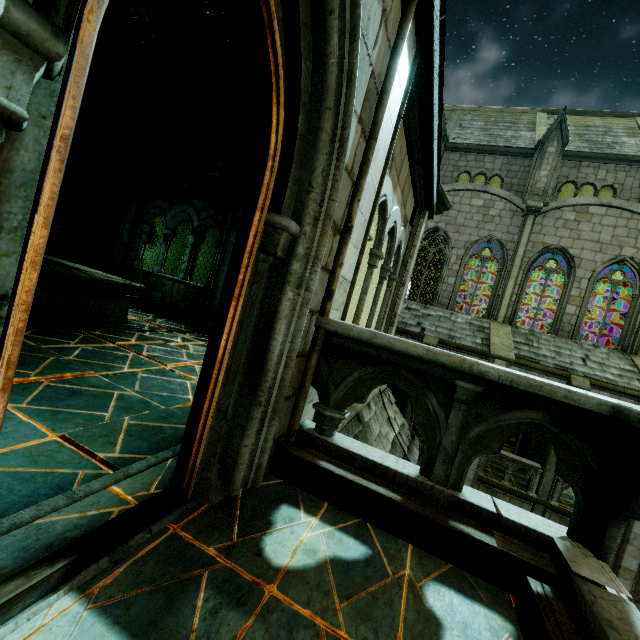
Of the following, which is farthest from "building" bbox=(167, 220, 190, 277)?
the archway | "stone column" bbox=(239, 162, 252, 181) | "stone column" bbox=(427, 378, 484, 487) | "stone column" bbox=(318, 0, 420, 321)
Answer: "stone column" bbox=(427, 378, 484, 487)

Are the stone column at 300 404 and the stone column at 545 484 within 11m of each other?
no

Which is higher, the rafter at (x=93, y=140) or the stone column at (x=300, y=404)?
the rafter at (x=93, y=140)

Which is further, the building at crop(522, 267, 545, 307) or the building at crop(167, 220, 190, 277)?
the building at crop(167, 220, 190, 277)

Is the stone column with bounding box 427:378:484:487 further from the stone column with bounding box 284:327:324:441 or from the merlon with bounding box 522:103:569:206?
the merlon with bounding box 522:103:569:206

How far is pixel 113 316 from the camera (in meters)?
6.41

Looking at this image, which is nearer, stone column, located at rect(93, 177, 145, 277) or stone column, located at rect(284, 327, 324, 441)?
stone column, located at rect(284, 327, 324, 441)

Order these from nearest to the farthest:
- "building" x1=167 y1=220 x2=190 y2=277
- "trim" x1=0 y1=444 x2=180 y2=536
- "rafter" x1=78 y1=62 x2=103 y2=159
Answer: "trim" x1=0 y1=444 x2=180 y2=536 → "rafter" x1=78 y1=62 x2=103 y2=159 → "building" x1=167 y1=220 x2=190 y2=277
